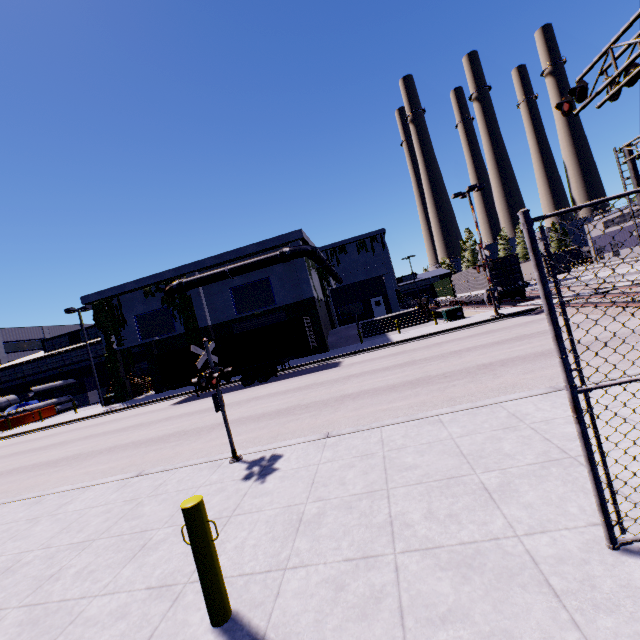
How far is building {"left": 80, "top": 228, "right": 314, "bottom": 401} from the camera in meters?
27.7 m

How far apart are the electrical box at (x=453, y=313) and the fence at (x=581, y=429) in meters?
24.5 m

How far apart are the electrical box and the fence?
24.5 meters

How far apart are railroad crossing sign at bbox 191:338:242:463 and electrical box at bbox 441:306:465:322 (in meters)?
22.02

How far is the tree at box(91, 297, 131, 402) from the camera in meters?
30.4 m

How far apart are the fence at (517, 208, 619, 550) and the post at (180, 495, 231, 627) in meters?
3.5 m

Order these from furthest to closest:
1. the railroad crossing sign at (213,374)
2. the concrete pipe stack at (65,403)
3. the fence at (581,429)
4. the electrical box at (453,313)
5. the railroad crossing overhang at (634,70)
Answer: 1. the concrete pipe stack at (65,403)
2. the electrical box at (453,313)
3. the railroad crossing overhang at (634,70)
4. the railroad crossing sign at (213,374)
5. the fence at (581,429)

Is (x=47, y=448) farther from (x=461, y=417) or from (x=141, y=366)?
(x=141, y=366)
